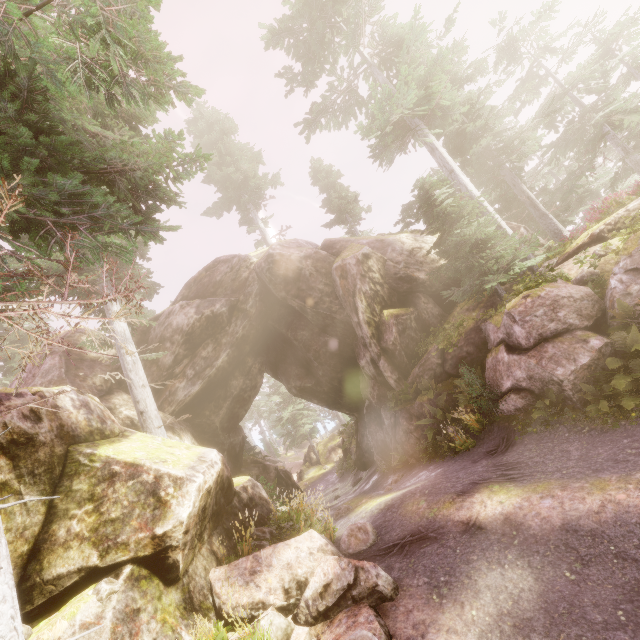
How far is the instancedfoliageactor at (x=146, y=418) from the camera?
12.1m

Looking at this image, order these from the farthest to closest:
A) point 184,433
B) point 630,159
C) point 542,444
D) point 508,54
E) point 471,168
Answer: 1. point 508,54
2. point 630,159
3. point 471,168
4. point 184,433
5. point 542,444

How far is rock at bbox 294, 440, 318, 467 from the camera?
40.00m

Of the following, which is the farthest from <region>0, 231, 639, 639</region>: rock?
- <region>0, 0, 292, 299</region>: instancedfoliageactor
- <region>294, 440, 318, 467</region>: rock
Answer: <region>294, 440, 318, 467</region>: rock

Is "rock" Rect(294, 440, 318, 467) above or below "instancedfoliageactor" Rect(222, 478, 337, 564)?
below

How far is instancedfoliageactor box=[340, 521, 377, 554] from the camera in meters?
7.7

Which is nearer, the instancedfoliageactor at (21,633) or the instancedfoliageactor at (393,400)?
the instancedfoliageactor at (21,633)
